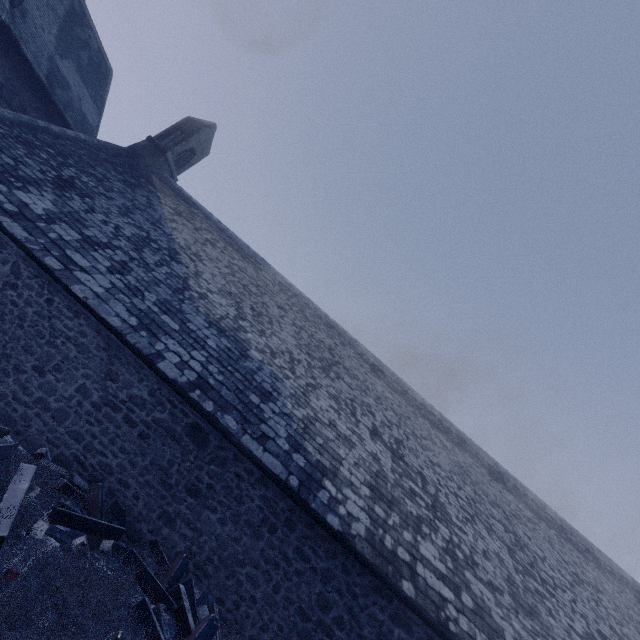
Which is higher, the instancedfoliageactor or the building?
the building

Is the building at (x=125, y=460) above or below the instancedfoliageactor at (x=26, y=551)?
above

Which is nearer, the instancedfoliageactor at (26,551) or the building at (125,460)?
the instancedfoliageactor at (26,551)

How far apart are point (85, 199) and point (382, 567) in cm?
1291

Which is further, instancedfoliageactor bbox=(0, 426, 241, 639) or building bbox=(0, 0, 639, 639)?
building bbox=(0, 0, 639, 639)
